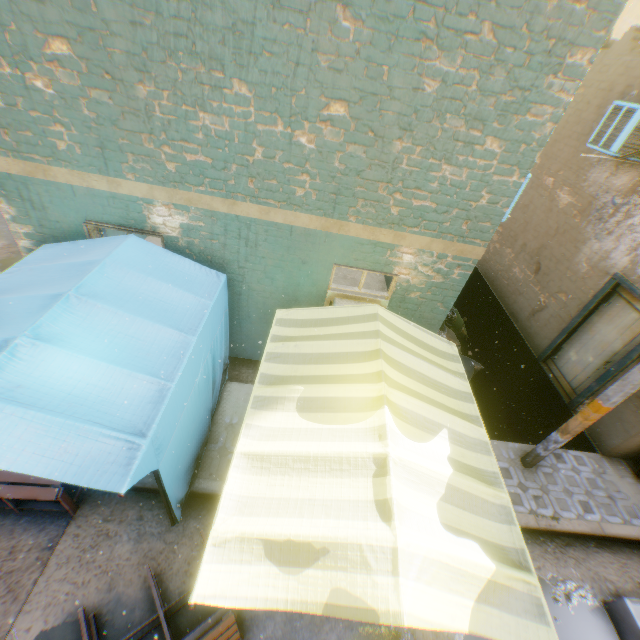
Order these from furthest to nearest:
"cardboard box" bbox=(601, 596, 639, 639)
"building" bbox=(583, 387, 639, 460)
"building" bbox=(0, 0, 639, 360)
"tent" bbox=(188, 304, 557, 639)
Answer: "building" bbox=(583, 387, 639, 460) → "cardboard box" bbox=(601, 596, 639, 639) → "building" bbox=(0, 0, 639, 360) → "tent" bbox=(188, 304, 557, 639)

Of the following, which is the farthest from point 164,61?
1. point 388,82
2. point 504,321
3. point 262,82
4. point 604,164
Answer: point 504,321

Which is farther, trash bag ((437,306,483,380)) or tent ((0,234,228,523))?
trash bag ((437,306,483,380))

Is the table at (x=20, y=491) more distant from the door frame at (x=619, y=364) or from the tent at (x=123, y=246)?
the door frame at (x=619, y=364)

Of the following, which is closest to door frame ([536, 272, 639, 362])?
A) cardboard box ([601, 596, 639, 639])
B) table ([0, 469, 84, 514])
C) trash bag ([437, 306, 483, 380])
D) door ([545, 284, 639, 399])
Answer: door ([545, 284, 639, 399])

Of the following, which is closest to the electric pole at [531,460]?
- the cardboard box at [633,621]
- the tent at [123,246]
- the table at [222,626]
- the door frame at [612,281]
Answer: the tent at [123,246]

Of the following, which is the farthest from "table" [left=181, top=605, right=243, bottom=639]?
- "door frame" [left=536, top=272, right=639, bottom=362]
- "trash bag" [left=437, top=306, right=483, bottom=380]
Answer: "door frame" [left=536, top=272, right=639, bottom=362]

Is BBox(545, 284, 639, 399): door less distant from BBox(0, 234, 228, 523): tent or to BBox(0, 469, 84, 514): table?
BBox(0, 234, 228, 523): tent
